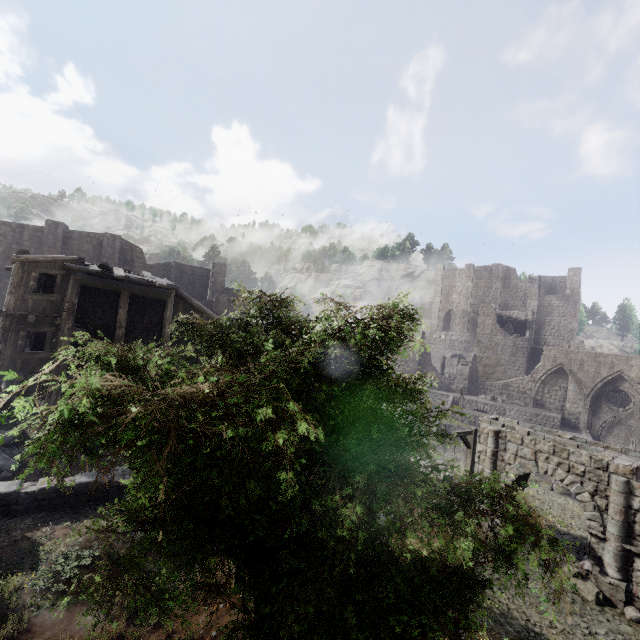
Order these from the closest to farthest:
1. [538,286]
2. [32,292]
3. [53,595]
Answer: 1. [53,595]
2. [32,292]
3. [538,286]

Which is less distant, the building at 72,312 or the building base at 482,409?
the building at 72,312

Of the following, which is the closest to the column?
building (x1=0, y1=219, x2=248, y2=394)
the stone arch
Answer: building (x1=0, y1=219, x2=248, y2=394)

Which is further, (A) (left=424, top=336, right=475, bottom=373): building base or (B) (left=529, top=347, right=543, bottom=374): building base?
(A) (left=424, top=336, right=475, bottom=373): building base

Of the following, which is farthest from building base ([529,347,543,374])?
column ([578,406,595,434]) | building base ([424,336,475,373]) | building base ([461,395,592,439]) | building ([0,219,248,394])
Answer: building base ([461,395,592,439])

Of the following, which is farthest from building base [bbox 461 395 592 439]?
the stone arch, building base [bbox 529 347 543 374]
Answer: building base [bbox 529 347 543 374]

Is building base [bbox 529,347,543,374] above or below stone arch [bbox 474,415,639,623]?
above

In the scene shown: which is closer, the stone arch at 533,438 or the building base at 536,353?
the stone arch at 533,438
